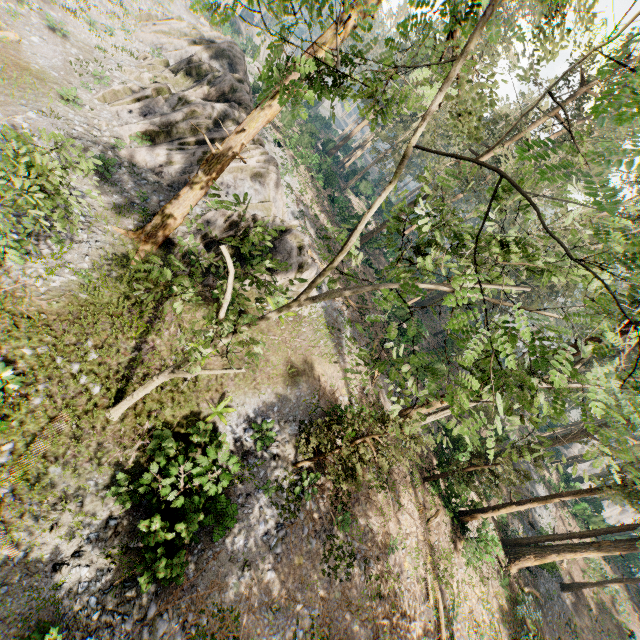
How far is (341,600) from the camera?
13.4 meters

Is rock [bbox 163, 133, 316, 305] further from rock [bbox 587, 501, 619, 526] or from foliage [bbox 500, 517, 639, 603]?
rock [bbox 587, 501, 619, 526]

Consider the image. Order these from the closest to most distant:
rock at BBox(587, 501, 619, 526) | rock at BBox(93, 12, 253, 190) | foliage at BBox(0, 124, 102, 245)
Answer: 1. foliage at BBox(0, 124, 102, 245)
2. rock at BBox(93, 12, 253, 190)
3. rock at BBox(587, 501, 619, 526)

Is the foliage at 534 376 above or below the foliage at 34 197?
above

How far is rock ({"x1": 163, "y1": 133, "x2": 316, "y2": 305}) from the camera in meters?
18.0

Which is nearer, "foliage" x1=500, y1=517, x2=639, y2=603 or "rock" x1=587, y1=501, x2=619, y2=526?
"foliage" x1=500, y1=517, x2=639, y2=603

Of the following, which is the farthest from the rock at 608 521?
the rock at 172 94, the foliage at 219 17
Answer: the rock at 172 94

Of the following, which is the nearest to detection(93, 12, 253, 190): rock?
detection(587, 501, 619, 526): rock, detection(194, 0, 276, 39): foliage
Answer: detection(194, 0, 276, 39): foliage
